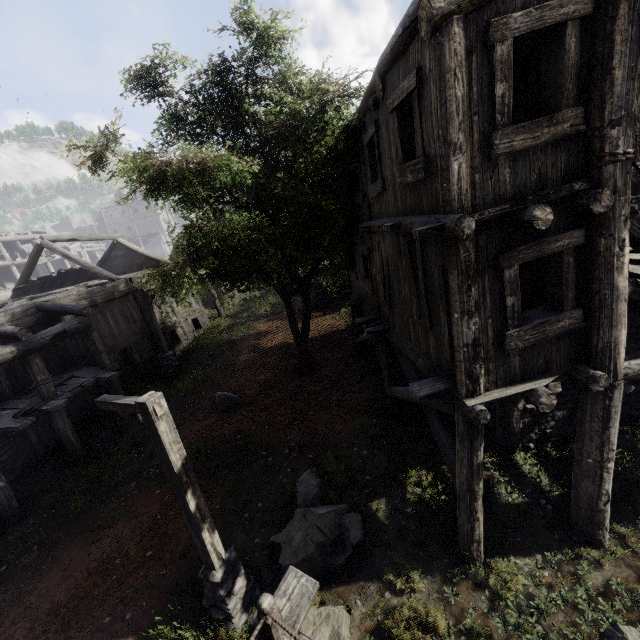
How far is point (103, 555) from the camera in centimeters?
810cm

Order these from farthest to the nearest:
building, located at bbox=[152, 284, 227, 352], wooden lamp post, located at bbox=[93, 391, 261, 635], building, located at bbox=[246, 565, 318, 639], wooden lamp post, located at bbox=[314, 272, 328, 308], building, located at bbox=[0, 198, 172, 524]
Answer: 1. wooden lamp post, located at bbox=[314, 272, 328, 308]
2. building, located at bbox=[152, 284, 227, 352]
3. building, located at bbox=[0, 198, 172, 524]
4. wooden lamp post, located at bbox=[93, 391, 261, 635]
5. building, located at bbox=[246, 565, 318, 639]

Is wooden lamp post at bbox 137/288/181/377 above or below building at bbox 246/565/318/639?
below

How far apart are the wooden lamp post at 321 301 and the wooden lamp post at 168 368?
8.32m

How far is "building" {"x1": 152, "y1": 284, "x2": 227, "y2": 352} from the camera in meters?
19.6 m

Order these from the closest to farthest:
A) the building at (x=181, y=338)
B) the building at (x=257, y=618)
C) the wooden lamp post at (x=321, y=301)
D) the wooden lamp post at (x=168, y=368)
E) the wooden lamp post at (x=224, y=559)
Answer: the building at (x=257, y=618) < the wooden lamp post at (x=224, y=559) < the wooden lamp post at (x=168, y=368) < the building at (x=181, y=338) < the wooden lamp post at (x=321, y=301)

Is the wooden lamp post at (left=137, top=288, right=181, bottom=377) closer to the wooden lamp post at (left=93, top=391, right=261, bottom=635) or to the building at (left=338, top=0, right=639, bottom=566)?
the building at (left=338, top=0, right=639, bottom=566)

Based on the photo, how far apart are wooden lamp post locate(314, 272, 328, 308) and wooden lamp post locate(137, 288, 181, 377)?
8.3m
